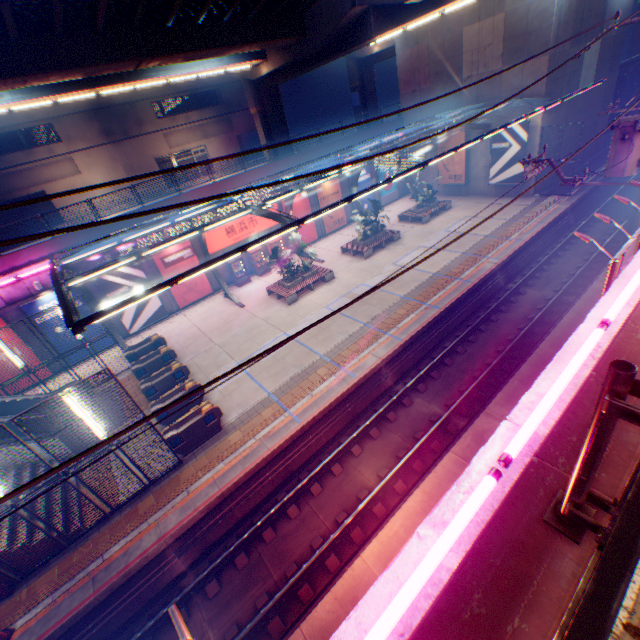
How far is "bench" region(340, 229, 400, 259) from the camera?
23.1m

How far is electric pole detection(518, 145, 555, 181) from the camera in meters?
11.8 m

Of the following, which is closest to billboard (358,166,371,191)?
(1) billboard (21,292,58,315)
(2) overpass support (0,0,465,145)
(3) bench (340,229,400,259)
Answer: (3) bench (340,229,400,259)

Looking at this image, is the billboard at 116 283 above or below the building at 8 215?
below

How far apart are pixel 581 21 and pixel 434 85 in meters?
→ 9.8

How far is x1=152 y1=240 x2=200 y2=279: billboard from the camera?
21.1m

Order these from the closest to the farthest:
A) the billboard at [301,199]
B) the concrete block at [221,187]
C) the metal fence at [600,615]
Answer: the metal fence at [600,615], the concrete block at [221,187], the billboard at [301,199]

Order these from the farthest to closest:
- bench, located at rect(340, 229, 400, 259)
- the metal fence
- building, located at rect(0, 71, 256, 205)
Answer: building, located at rect(0, 71, 256, 205) → bench, located at rect(340, 229, 400, 259) → the metal fence
